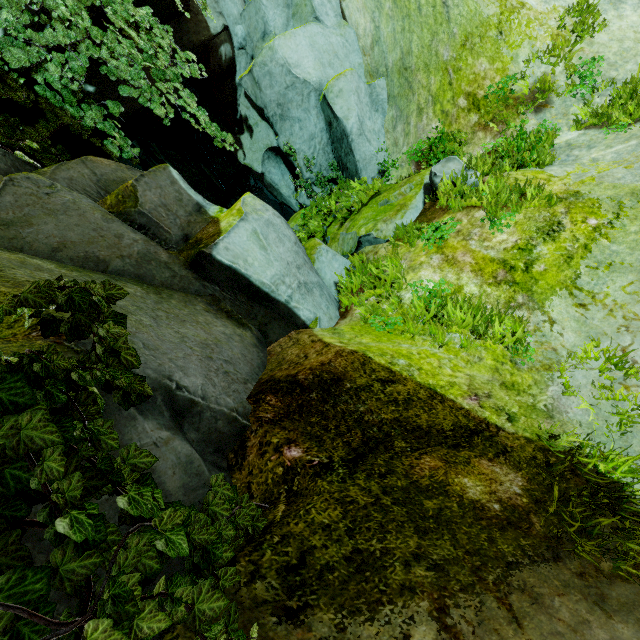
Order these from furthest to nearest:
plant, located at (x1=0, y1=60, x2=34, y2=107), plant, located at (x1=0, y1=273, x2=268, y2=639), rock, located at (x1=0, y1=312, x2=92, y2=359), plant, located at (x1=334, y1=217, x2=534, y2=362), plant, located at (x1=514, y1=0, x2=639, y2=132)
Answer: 1. plant, located at (x1=514, y1=0, x2=639, y2=132)
2. plant, located at (x1=0, y1=60, x2=34, y2=107)
3. plant, located at (x1=334, y1=217, x2=534, y2=362)
4. rock, located at (x1=0, y1=312, x2=92, y2=359)
5. plant, located at (x1=0, y1=273, x2=268, y2=639)

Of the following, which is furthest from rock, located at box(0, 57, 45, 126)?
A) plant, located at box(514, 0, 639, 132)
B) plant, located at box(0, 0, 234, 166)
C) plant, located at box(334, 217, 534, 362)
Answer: plant, located at box(514, 0, 639, 132)

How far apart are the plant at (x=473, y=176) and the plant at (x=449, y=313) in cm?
181

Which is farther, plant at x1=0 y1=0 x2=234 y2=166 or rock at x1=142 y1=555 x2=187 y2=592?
plant at x1=0 y1=0 x2=234 y2=166

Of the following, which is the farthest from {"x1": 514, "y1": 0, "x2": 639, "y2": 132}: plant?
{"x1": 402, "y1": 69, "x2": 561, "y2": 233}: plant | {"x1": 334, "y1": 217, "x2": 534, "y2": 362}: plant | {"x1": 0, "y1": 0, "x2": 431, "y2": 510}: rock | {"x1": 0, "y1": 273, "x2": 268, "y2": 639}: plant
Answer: {"x1": 0, "y1": 273, "x2": 268, "y2": 639}: plant

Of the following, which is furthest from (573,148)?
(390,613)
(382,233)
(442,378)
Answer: (390,613)

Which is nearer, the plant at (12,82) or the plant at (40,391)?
the plant at (40,391)

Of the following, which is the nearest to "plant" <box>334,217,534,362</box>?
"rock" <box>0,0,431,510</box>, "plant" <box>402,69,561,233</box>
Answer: "rock" <box>0,0,431,510</box>
